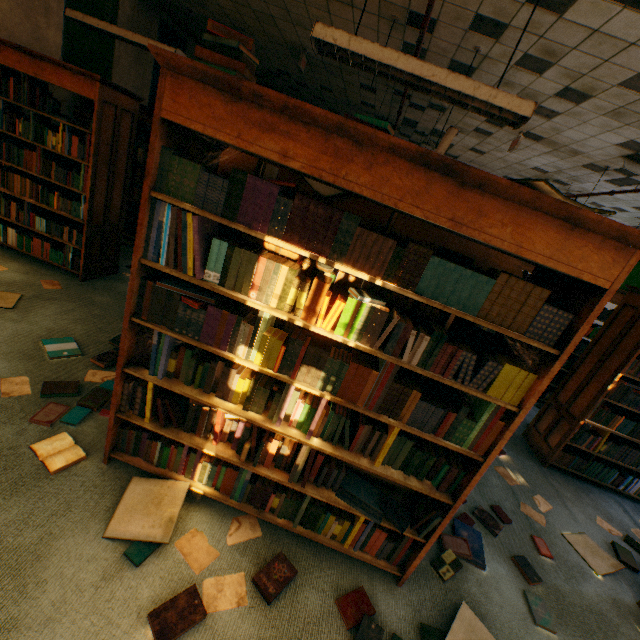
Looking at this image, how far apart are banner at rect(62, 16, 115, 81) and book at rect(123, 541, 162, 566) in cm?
665

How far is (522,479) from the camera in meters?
3.4

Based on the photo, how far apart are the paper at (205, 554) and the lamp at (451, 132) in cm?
341

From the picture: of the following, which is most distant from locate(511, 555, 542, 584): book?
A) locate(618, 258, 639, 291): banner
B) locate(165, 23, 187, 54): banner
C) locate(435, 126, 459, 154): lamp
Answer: locate(618, 258, 639, 291): banner

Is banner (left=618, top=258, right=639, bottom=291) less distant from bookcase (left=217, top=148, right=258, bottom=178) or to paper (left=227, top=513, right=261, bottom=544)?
bookcase (left=217, top=148, right=258, bottom=178)

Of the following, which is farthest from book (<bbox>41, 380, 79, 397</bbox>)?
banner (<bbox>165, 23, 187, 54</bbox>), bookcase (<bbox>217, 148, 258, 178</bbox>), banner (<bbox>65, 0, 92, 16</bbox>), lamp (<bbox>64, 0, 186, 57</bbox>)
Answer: banner (<bbox>165, 23, 187, 54</bbox>)

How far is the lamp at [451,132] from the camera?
3.8 meters

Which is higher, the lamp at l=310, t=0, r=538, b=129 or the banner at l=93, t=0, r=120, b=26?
the banner at l=93, t=0, r=120, b=26
